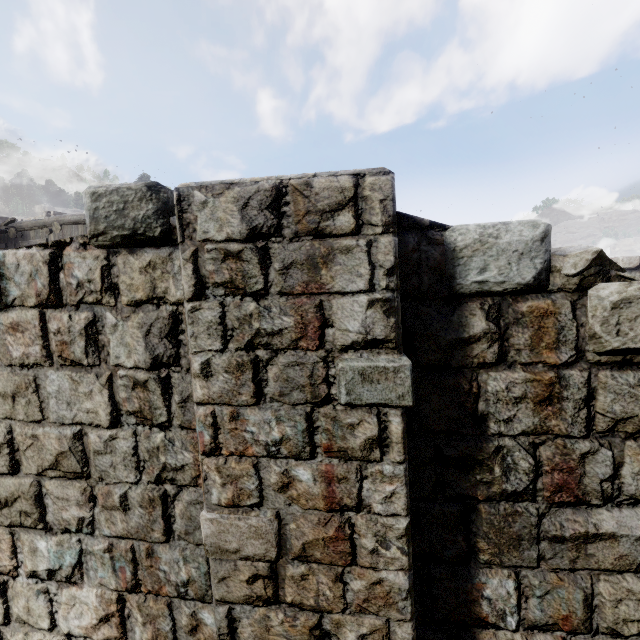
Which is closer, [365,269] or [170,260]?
[365,269]
